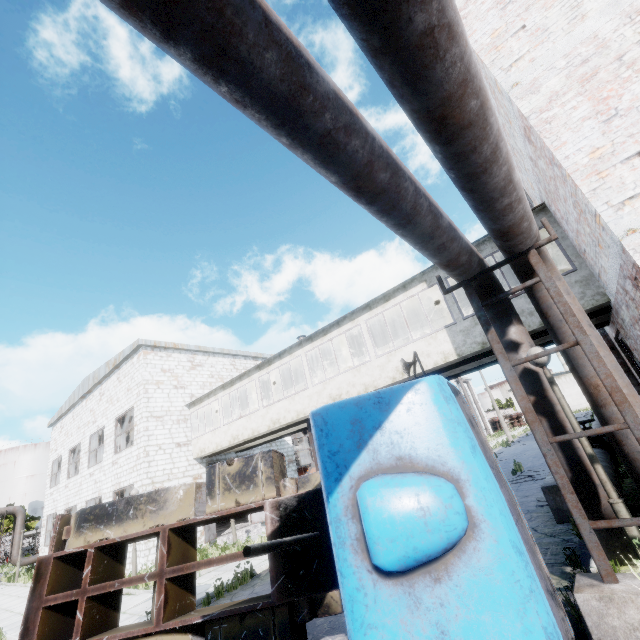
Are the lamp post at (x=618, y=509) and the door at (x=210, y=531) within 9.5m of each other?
no

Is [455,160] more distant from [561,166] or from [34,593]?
[34,593]

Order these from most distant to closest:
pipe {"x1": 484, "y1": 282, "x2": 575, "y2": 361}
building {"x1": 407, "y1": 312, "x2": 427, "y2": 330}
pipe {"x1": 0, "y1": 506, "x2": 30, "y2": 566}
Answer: pipe {"x1": 0, "y1": 506, "x2": 30, "y2": 566} < building {"x1": 407, "y1": 312, "x2": 427, "y2": 330} < pipe {"x1": 484, "y1": 282, "x2": 575, "y2": 361}

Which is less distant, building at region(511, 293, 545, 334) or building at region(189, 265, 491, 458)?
building at region(511, 293, 545, 334)

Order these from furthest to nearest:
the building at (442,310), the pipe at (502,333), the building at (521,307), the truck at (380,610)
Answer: the building at (442,310), the building at (521,307), the pipe at (502,333), the truck at (380,610)

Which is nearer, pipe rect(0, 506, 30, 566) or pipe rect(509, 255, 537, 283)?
pipe rect(509, 255, 537, 283)

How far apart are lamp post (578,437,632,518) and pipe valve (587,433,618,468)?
5.8 meters

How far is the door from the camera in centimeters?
1608cm
